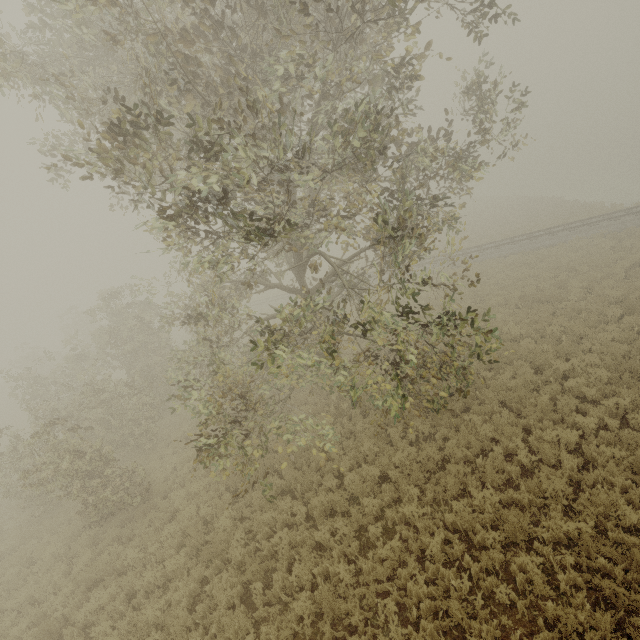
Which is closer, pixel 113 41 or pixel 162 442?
pixel 113 41
